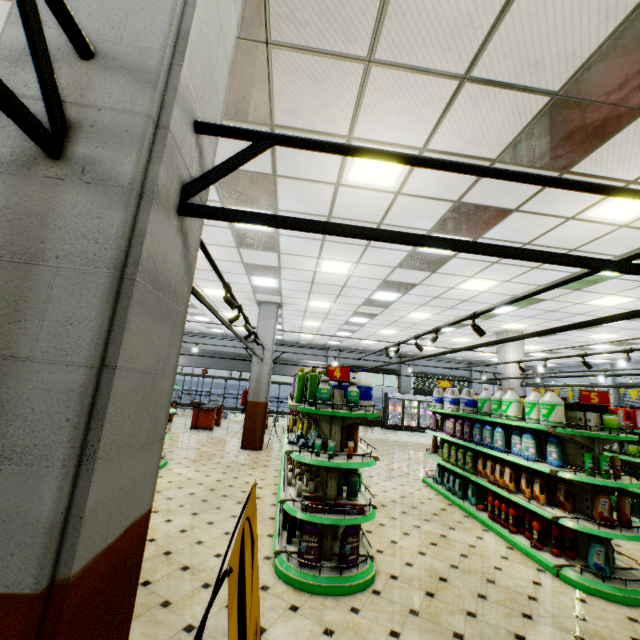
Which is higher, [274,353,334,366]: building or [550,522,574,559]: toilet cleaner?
[274,353,334,366]: building

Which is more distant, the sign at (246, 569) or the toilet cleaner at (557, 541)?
the toilet cleaner at (557, 541)

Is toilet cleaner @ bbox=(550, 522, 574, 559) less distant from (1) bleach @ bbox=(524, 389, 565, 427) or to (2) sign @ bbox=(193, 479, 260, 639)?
(1) bleach @ bbox=(524, 389, 565, 427)

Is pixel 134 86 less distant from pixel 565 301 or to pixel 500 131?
pixel 500 131

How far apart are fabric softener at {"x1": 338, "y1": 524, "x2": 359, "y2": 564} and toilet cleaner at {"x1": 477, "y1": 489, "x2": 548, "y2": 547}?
3.2 meters

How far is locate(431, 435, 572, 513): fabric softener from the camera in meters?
4.8 m

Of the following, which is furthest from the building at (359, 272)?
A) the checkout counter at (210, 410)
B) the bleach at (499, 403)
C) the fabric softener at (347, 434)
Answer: the bleach at (499, 403)

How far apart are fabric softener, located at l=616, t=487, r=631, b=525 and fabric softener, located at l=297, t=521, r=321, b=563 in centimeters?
398cm
